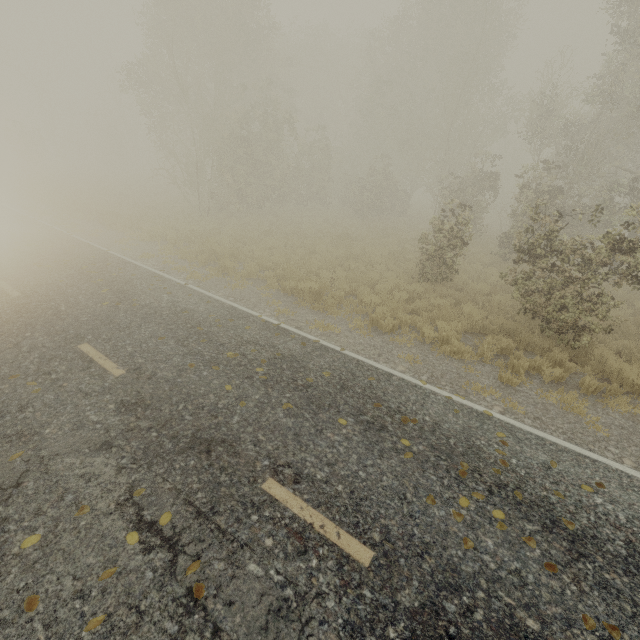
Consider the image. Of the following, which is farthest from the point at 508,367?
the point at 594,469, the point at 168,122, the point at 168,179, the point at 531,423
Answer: the point at 168,122

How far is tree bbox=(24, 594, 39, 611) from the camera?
2.8m

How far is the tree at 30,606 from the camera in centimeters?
285cm
